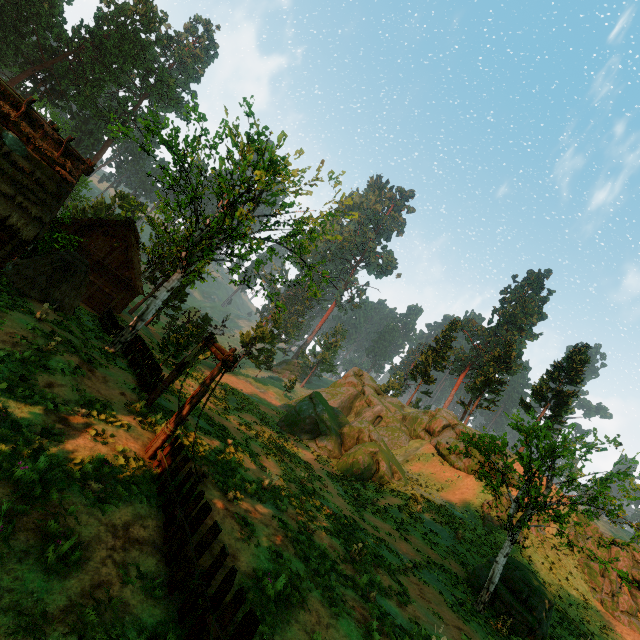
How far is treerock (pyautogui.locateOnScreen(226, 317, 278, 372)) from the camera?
47.4m

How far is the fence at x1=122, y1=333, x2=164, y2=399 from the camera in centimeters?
1354cm

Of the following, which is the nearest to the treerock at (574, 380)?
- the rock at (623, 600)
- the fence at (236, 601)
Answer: the fence at (236, 601)

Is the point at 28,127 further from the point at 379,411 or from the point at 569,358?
the point at 569,358

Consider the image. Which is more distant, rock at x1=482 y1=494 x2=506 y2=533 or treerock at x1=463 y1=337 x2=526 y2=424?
Answer: treerock at x1=463 y1=337 x2=526 y2=424

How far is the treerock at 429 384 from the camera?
49.5m

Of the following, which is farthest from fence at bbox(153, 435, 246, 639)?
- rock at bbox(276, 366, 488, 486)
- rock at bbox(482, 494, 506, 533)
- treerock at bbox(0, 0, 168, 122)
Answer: rock at bbox(482, 494, 506, 533)

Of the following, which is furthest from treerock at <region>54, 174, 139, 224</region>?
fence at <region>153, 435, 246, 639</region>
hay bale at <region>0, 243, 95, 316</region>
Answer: fence at <region>153, 435, 246, 639</region>
